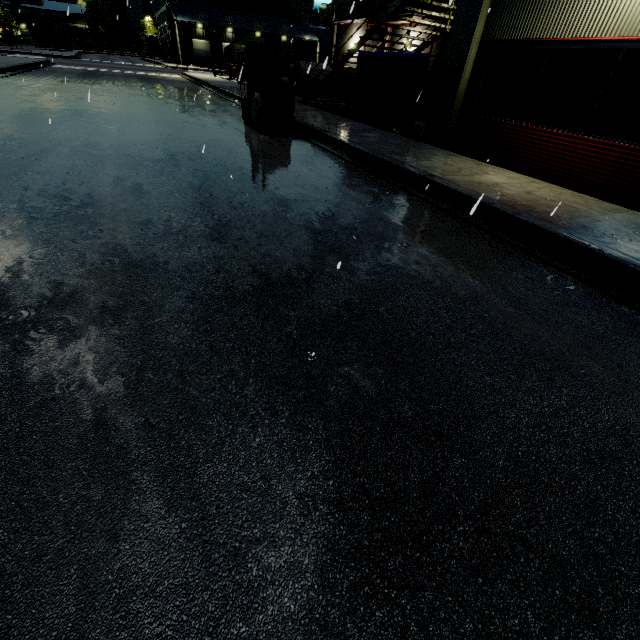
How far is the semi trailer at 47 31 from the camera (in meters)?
51.00

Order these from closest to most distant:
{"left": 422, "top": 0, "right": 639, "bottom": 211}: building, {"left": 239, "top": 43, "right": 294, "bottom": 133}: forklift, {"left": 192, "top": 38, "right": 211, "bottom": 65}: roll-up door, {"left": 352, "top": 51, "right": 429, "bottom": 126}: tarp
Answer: {"left": 422, "top": 0, "right": 639, "bottom": 211}: building < {"left": 239, "top": 43, "right": 294, "bottom": 133}: forklift < {"left": 352, "top": 51, "right": 429, "bottom": 126}: tarp < {"left": 192, "top": 38, "right": 211, "bottom": 65}: roll-up door

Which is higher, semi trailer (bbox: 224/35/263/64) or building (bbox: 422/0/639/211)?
semi trailer (bbox: 224/35/263/64)

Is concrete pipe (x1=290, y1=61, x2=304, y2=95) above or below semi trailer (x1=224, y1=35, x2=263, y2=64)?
below

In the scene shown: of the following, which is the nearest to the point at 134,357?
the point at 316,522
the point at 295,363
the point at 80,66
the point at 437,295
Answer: the point at 295,363

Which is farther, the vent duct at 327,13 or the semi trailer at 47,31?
the semi trailer at 47,31

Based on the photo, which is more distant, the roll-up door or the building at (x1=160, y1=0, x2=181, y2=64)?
the roll-up door

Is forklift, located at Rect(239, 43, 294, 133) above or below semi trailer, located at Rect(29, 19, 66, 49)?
below
